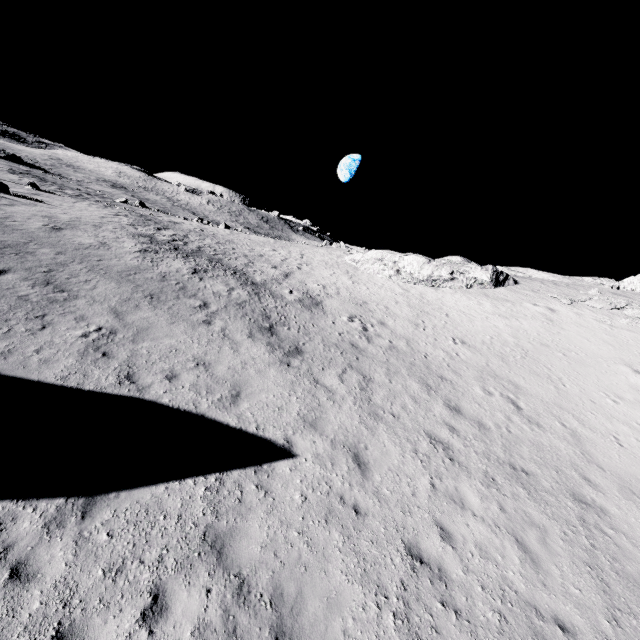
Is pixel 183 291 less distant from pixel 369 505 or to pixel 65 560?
pixel 65 560
